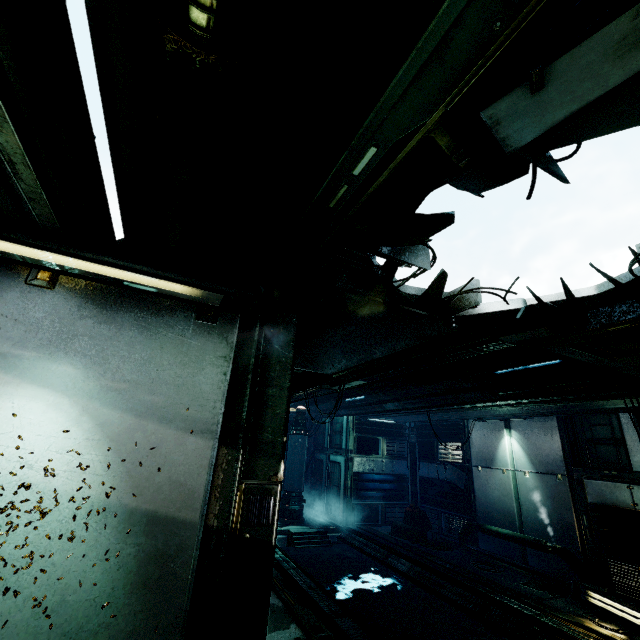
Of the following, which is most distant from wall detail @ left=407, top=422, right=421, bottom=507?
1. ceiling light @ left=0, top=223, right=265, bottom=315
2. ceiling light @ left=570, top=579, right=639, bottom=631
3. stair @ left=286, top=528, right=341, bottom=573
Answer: ceiling light @ left=0, top=223, right=265, bottom=315

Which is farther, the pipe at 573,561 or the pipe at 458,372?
the pipe at 573,561

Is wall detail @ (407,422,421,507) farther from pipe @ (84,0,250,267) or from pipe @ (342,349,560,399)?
pipe @ (84,0,250,267)

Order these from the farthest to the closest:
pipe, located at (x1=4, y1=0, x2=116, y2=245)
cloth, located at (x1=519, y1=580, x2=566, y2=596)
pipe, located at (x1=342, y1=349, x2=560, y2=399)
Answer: cloth, located at (x1=519, y1=580, x2=566, y2=596) < pipe, located at (x1=342, y1=349, x2=560, y2=399) < pipe, located at (x1=4, y1=0, x2=116, y2=245)

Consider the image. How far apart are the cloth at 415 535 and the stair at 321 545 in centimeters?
234cm

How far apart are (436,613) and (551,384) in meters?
6.1

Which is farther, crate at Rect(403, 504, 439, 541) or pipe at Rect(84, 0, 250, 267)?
crate at Rect(403, 504, 439, 541)

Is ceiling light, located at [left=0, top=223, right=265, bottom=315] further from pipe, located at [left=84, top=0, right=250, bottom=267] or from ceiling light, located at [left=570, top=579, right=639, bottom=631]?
ceiling light, located at [left=570, top=579, right=639, bottom=631]
